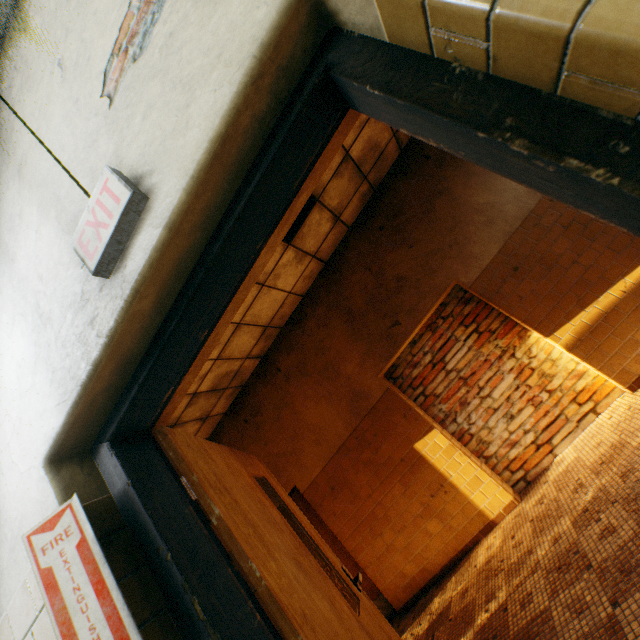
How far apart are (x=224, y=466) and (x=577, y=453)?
3.8 meters

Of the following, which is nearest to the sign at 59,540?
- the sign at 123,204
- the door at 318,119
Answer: the door at 318,119

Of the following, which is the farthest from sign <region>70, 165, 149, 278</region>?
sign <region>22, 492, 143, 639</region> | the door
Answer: sign <region>22, 492, 143, 639</region>

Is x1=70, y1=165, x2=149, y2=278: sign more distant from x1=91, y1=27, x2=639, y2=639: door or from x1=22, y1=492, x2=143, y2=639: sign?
x1=22, y1=492, x2=143, y2=639: sign

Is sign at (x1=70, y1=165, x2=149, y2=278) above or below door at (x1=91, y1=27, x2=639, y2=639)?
above

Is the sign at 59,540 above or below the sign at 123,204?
below

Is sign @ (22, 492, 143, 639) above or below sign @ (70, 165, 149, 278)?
below
